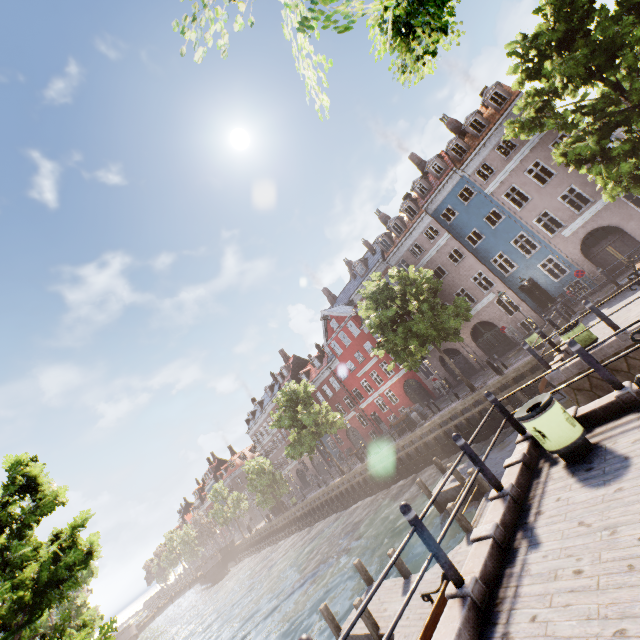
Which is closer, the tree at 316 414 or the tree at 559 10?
the tree at 559 10

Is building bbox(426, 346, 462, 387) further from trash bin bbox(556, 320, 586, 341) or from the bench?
the bench

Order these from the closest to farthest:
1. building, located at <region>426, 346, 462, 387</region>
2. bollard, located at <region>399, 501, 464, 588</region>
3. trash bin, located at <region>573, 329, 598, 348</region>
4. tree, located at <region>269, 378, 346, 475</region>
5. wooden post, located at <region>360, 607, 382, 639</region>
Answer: bollard, located at <region>399, 501, 464, 588</region>, wooden post, located at <region>360, 607, 382, 639</region>, trash bin, located at <region>573, 329, 598, 348</region>, tree, located at <region>269, 378, 346, 475</region>, building, located at <region>426, 346, 462, 387</region>

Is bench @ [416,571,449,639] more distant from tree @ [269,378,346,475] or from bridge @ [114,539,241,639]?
bridge @ [114,539,241,639]

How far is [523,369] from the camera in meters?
17.5

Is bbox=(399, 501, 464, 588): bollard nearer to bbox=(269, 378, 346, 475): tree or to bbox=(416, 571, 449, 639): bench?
bbox=(416, 571, 449, 639): bench

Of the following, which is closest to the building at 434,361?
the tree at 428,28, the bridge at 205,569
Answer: the tree at 428,28

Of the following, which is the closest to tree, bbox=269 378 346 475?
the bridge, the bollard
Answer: the bridge
